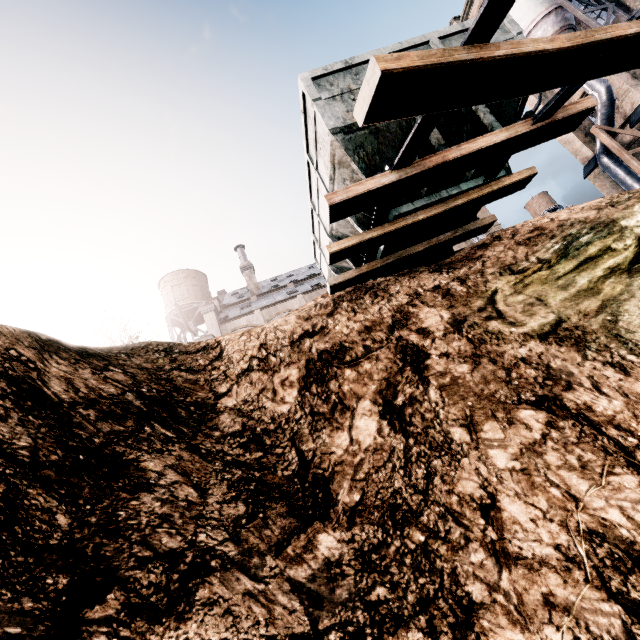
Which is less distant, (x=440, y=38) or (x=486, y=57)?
(x=486, y=57)

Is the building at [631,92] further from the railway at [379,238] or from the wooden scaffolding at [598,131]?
the railway at [379,238]

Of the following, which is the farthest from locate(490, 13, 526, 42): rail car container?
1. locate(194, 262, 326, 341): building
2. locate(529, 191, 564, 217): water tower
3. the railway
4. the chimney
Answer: locate(529, 191, 564, 217): water tower

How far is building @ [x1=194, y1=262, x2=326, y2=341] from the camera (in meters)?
31.09

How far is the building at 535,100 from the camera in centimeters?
3077cm

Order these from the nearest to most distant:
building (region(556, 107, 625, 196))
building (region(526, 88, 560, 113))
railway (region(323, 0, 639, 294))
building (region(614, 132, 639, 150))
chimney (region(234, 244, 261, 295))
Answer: railway (region(323, 0, 639, 294)), building (region(614, 132, 639, 150)), building (region(556, 107, 625, 196)), building (region(526, 88, 560, 113)), chimney (region(234, 244, 261, 295))

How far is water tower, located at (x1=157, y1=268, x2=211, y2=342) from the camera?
43.97m

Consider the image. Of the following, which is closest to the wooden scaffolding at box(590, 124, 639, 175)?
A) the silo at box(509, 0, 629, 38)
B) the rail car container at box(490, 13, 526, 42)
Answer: the silo at box(509, 0, 629, 38)
